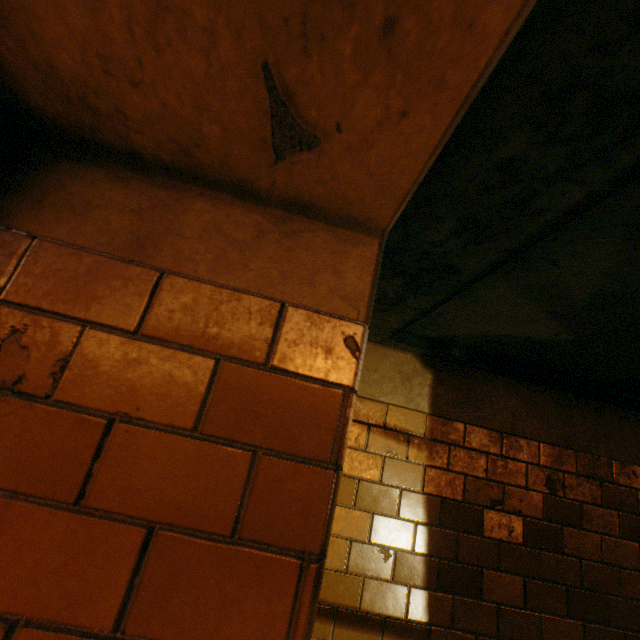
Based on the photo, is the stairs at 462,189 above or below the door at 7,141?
above

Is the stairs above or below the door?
above

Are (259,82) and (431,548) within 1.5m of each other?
no
